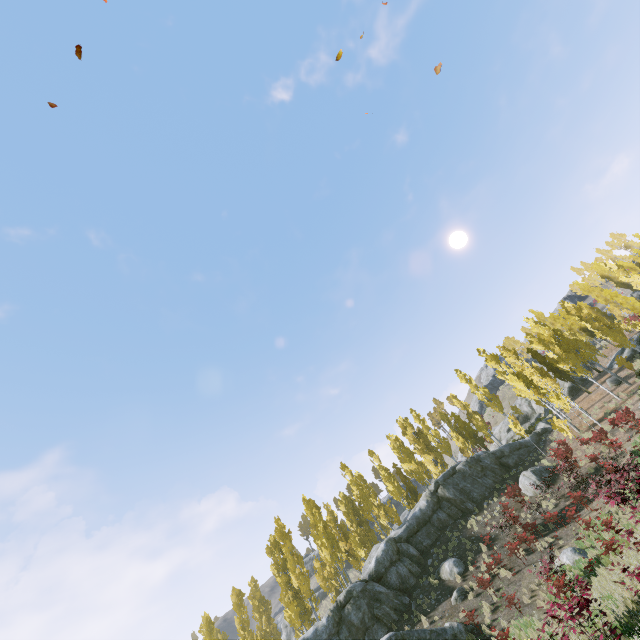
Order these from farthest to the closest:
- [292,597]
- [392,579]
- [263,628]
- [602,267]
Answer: [602,267]
[263,628]
[292,597]
[392,579]

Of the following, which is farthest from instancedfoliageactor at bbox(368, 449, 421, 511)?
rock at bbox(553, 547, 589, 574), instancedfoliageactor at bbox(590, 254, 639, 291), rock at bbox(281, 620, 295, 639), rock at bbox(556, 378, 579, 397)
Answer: rock at bbox(281, 620, 295, 639)

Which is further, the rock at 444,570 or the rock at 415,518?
the rock at 444,570

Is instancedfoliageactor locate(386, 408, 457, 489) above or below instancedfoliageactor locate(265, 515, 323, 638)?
above

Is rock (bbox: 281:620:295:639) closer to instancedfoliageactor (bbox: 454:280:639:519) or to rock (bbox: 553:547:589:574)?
instancedfoliageactor (bbox: 454:280:639:519)

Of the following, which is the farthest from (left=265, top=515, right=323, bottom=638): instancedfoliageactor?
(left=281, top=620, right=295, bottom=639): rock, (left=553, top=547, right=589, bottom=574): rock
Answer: (left=281, top=620, right=295, bottom=639): rock

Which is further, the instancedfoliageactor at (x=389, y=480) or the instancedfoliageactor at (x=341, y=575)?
the instancedfoliageactor at (x=389, y=480)

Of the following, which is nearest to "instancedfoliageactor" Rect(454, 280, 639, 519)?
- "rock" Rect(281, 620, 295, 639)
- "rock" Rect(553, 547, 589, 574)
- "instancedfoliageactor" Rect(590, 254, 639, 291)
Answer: "instancedfoliageactor" Rect(590, 254, 639, 291)
